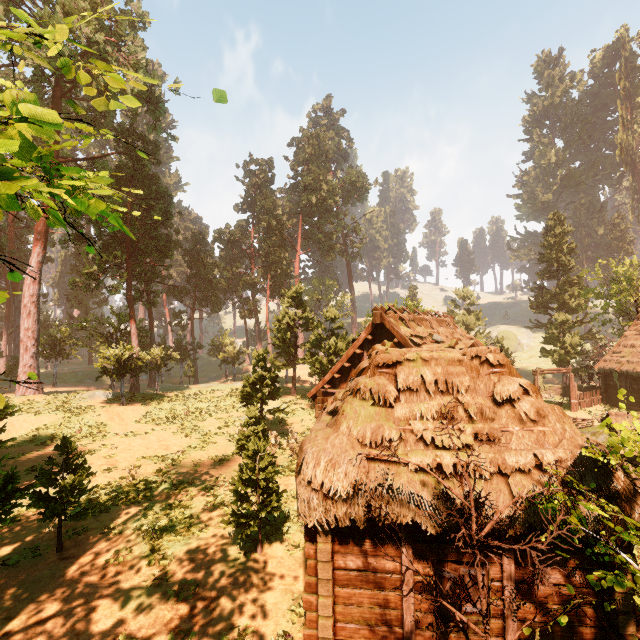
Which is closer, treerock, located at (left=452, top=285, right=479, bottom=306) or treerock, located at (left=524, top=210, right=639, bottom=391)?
treerock, located at (left=524, top=210, right=639, bottom=391)

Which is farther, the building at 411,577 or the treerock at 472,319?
the treerock at 472,319

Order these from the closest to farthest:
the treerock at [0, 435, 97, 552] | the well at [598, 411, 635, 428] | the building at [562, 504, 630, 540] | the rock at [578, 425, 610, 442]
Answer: the building at [562, 504, 630, 540], the treerock at [0, 435, 97, 552], the well at [598, 411, 635, 428], the rock at [578, 425, 610, 442]

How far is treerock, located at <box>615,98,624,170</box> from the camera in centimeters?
5775cm

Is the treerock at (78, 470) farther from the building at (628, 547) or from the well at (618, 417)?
the well at (618, 417)

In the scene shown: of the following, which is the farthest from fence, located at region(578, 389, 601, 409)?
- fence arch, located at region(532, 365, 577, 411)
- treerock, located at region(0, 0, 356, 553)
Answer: treerock, located at region(0, 0, 356, 553)

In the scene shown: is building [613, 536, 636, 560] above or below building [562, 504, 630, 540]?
below

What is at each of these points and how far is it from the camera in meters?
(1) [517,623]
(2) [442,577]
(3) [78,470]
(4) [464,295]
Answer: (1) building, 6.5
(2) bp, 6.8
(3) treerock, 11.0
(4) treerock, 46.7
